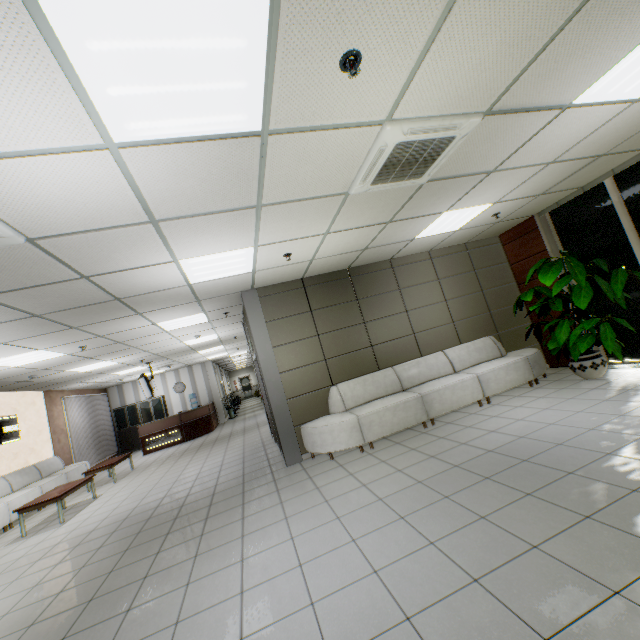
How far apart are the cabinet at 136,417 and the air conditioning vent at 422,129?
15.51m

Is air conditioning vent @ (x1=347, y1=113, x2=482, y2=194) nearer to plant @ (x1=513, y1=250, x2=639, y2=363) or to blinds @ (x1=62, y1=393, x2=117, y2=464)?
plant @ (x1=513, y1=250, x2=639, y2=363)

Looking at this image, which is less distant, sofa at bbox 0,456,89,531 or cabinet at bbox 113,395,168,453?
sofa at bbox 0,456,89,531

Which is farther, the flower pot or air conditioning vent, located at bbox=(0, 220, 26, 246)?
the flower pot

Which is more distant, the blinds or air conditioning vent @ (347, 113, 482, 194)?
the blinds

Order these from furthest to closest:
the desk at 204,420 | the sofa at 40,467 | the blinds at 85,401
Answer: the desk at 204,420, the blinds at 85,401, the sofa at 40,467

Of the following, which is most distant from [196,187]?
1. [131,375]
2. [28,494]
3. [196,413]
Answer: [131,375]

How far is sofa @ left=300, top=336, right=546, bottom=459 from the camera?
5.3 meters
